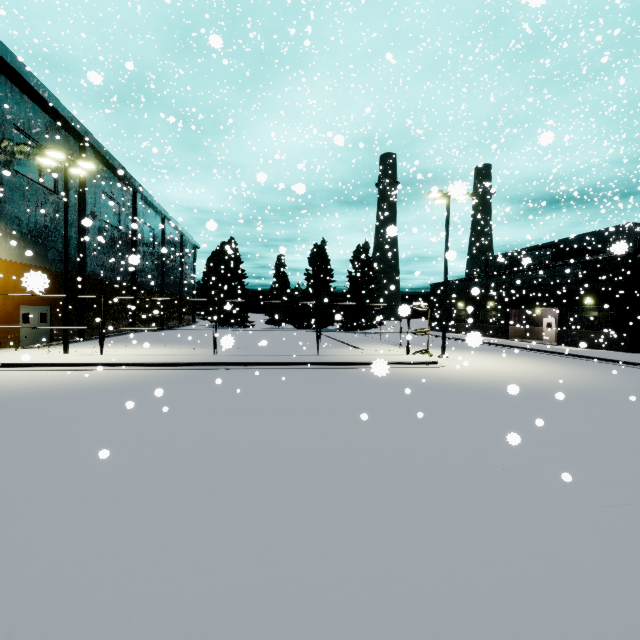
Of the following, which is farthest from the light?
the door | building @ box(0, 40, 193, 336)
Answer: the door

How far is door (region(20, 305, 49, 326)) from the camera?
19.4 meters

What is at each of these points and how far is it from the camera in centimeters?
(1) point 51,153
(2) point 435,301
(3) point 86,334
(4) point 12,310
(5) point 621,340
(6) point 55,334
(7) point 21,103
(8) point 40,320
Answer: (1) light, 1517cm
(2) building, 5166cm
(3) building, 2520cm
(4) building, 1839cm
(5) building, 2470cm
(6) building, 2223cm
(7) building, 1878cm
(8) door, 2095cm

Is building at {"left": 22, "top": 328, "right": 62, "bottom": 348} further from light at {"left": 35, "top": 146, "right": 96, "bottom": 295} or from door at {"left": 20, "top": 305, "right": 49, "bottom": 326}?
light at {"left": 35, "top": 146, "right": 96, "bottom": 295}

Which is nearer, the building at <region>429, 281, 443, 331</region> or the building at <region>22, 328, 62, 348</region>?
the building at <region>22, 328, 62, 348</region>

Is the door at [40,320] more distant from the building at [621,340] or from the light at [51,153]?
the light at [51,153]

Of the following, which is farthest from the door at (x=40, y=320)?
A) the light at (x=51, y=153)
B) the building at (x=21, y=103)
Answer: the light at (x=51, y=153)
